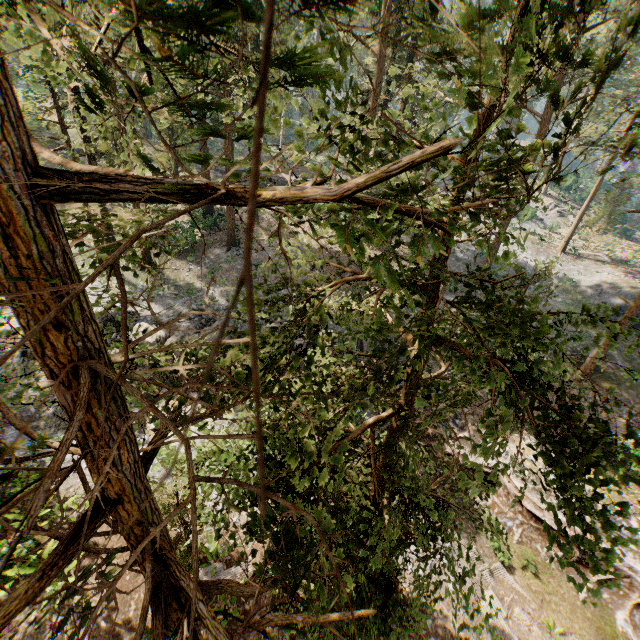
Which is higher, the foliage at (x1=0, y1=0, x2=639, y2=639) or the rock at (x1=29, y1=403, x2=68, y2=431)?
the foliage at (x1=0, y1=0, x2=639, y2=639)

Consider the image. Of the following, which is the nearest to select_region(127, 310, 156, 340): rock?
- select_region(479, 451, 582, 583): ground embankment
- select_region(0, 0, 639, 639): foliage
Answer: select_region(479, 451, 582, 583): ground embankment

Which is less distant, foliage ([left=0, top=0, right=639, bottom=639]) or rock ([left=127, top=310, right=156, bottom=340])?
foliage ([left=0, top=0, right=639, bottom=639])

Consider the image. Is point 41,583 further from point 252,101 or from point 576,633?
point 576,633

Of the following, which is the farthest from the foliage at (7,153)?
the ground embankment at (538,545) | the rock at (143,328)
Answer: the rock at (143,328)

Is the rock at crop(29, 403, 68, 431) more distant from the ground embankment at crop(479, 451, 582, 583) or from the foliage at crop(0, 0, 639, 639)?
the foliage at crop(0, 0, 639, 639)

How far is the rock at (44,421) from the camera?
17.44m

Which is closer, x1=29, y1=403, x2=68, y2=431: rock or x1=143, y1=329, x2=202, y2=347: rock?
x1=29, y1=403, x2=68, y2=431: rock
